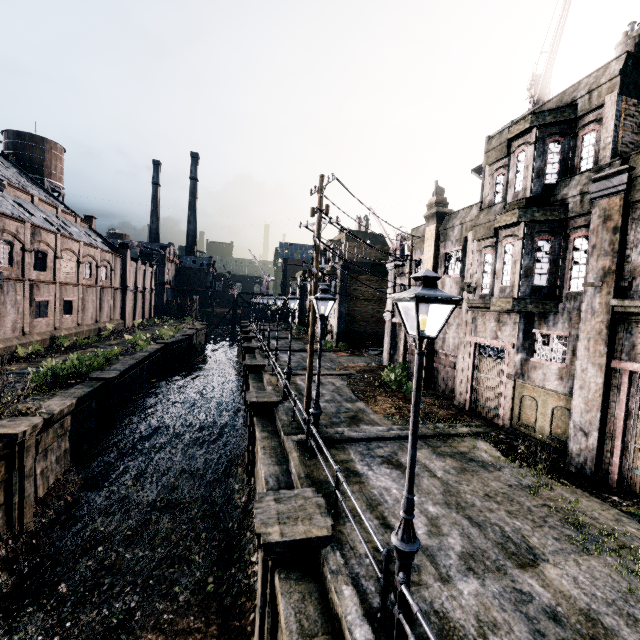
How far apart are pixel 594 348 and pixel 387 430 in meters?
7.8 m

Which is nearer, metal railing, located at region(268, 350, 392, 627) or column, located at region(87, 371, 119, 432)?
metal railing, located at region(268, 350, 392, 627)

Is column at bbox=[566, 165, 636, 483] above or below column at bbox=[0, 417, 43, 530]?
above

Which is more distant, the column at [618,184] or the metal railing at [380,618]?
the column at [618,184]

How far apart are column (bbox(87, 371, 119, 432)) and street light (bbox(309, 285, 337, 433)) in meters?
14.9

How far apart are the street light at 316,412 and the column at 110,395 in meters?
14.9 m

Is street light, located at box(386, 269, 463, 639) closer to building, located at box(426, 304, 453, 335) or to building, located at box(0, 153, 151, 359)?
building, located at box(426, 304, 453, 335)

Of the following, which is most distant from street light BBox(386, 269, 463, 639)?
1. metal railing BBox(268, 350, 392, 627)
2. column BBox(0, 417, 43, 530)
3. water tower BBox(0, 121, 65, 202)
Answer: water tower BBox(0, 121, 65, 202)
